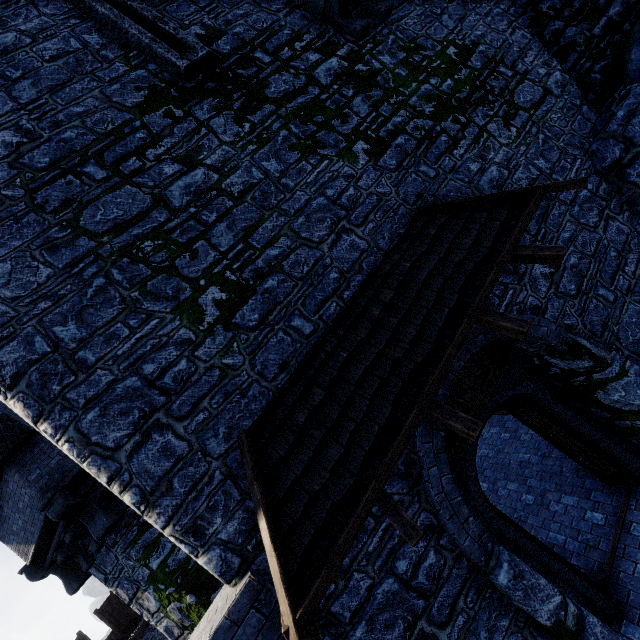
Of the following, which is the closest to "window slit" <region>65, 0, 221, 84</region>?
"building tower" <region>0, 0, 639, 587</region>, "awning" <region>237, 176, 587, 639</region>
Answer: "building tower" <region>0, 0, 639, 587</region>

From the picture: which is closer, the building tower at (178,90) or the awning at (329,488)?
the awning at (329,488)

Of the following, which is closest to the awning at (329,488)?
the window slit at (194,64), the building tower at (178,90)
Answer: the building tower at (178,90)

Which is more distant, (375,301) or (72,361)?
(375,301)

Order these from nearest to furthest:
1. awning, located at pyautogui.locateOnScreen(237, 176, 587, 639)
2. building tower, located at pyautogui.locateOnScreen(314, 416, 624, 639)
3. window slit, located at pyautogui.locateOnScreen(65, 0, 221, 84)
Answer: awning, located at pyautogui.locateOnScreen(237, 176, 587, 639), building tower, located at pyautogui.locateOnScreen(314, 416, 624, 639), window slit, located at pyautogui.locateOnScreen(65, 0, 221, 84)

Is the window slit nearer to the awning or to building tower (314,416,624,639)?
building tower (314,416,624,639)
